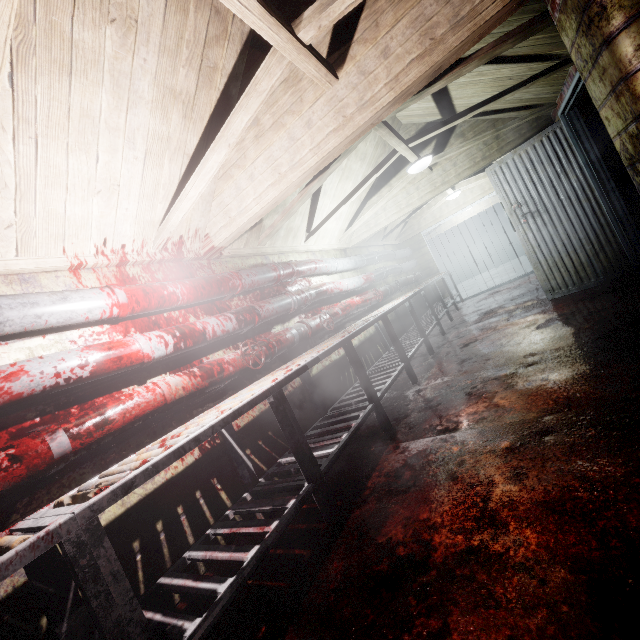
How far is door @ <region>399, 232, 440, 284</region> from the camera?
8.0 meters

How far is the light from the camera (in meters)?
3.77

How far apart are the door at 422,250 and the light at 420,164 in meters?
4.0

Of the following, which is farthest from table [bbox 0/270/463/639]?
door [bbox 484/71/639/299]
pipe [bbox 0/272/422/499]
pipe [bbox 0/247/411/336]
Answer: door [bbox 484/71/639/299]

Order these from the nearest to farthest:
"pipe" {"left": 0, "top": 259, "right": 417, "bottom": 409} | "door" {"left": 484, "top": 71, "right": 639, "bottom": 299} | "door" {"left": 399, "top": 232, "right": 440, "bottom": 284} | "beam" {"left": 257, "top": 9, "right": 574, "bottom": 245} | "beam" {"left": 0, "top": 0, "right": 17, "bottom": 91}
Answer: "beam" {"left": 0, "top": 0, "right": 17, "bottom": 91} < "pipe" {"left": 0, "top": 259, "right": 417, "bottom": 409} < "beam" {"left": 257, "top": 9, "right": 574, "bottom": 245} < "door" {"left": 484, "top": 71, "right": 639, "bottom": 299} < "door" {"left": 399, "top": 232, "right": 440, "bottom": 284}

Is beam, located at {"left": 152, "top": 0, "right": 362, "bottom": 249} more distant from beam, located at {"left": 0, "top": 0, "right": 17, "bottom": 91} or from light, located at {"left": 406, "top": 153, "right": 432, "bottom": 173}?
light, located at {"left": 406, "top": 153, "right": 432, "bottom": 173}

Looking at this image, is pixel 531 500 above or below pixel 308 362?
below

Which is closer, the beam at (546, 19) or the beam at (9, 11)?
the beam at (9, 11)
